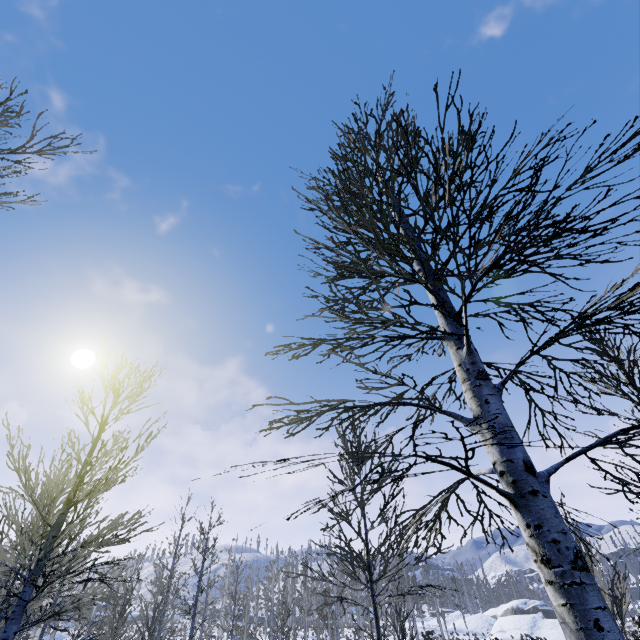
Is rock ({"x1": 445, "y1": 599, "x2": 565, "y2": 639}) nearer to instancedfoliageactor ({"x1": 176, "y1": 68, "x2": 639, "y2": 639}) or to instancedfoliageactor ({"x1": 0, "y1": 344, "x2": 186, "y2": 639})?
instancedfoliageactor ({"x1": 176, "y1": 68, "x2": 639, "y2": 639})

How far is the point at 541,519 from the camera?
2.1m

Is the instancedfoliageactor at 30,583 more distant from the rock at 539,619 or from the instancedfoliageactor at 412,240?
Answer: the rock at 539,619

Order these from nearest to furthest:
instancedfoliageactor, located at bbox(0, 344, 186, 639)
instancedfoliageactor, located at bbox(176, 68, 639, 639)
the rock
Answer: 1. instancedfoliageactor, located at bbox(176, 68, 639, 639)
2. instancedfoliageactor, located at bbox(0, 344, 186, 639)
3. the rock

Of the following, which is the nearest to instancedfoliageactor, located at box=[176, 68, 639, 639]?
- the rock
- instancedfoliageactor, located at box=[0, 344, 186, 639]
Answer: instancedfoliageactor, located at box=[0, 344, 186, 639]

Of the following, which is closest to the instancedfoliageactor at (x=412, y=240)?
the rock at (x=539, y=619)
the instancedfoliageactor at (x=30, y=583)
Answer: the instancedfoliageactor at (x=30, y=583)
